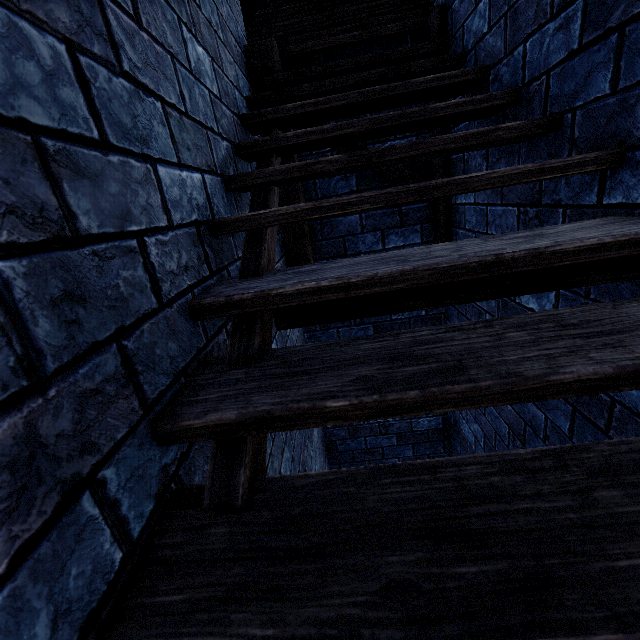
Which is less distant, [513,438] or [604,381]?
[604,381]
